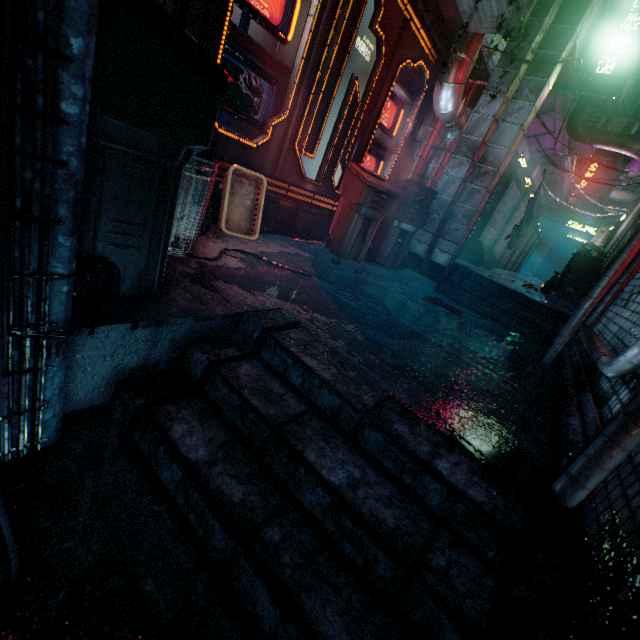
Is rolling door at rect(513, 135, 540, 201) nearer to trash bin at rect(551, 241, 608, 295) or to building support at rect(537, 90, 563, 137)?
building support at rect(537, 90, 563, 137)

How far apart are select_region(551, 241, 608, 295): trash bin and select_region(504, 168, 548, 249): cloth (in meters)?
0.92

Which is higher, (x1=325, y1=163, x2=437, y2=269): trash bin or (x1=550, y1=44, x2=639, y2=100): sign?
(x1=550, y1=44, x2=639, y2=100): sign

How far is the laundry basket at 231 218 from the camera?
2.79m

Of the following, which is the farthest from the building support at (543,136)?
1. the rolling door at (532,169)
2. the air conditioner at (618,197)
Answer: the air conditioner at (618,197)

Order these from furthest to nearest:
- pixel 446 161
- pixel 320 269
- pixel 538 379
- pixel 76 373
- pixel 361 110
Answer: pixel 446 161 → pixel 361 110 → pixel 320 269 → pixel 538 379 → pixel 76 373

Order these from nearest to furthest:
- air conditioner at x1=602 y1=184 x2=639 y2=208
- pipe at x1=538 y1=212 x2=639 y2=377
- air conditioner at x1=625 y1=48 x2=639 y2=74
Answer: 1. pipe at x1=538 y1=212 x2=639 y2=377
2. air conditioner at x1=625 y1=48 x2=639 y2=74
3. air conditioner at x1=602 y1=184 x2=639 y2=208

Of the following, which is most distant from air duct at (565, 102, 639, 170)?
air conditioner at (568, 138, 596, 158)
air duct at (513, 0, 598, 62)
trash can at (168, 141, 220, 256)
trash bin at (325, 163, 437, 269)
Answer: trash can at (168, 141, 220, 256)
